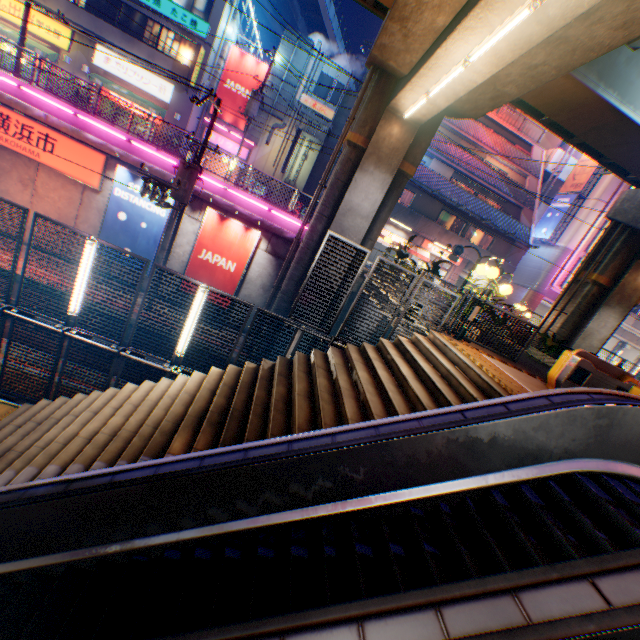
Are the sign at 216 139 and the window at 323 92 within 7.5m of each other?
yes

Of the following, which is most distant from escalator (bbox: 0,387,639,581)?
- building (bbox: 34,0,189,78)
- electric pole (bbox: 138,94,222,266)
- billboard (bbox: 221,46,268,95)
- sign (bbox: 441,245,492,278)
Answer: billboard (bbox: 221,46,268,95)

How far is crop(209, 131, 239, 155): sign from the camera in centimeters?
2630cm

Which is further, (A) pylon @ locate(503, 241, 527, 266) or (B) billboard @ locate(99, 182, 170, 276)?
(A) pylon @ locate(503, 241, 527, 266)

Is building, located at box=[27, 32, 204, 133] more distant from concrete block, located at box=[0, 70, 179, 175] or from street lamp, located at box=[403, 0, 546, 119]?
street lamp, located at box=[403, 0, 546, 119]

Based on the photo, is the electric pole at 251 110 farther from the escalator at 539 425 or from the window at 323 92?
the escalator at 539 425

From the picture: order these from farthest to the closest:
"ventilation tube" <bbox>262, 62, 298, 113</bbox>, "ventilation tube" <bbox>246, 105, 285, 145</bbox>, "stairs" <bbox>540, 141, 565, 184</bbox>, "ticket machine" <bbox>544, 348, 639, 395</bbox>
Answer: "stairs" <bbox>540, 141, 565, 184</bbox> → "ventilation tube" <bbox>246, 105, 285, 145</bbox> → "ventilation tube" <bbox>262, 62, 298, 113</bbox> → "ticket machine" <bbox>544, 348, 639, 395</bbox>

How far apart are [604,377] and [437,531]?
6.8m
